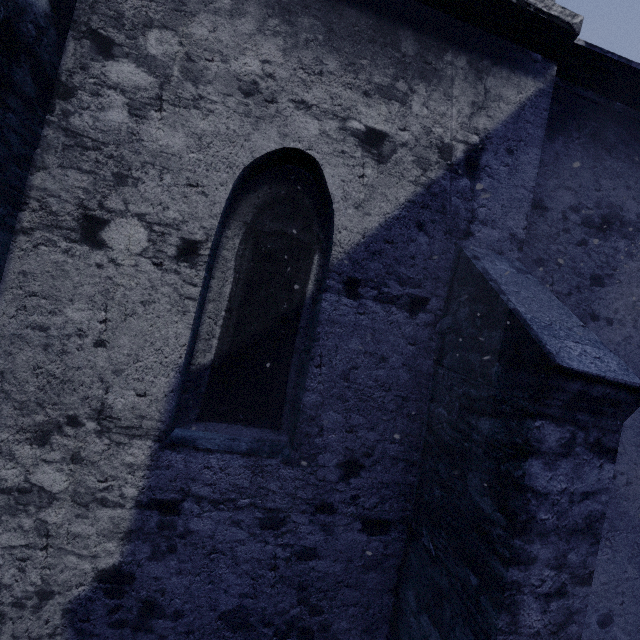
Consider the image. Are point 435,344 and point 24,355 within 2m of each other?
no
